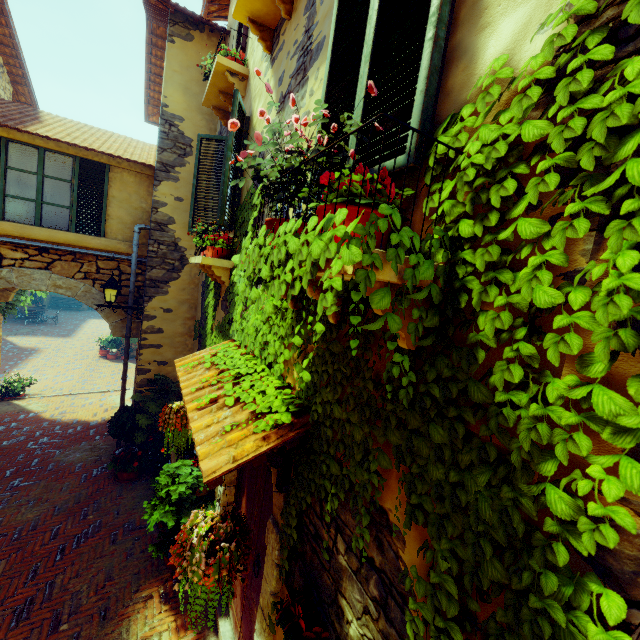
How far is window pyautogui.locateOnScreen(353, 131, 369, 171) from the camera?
1.79m

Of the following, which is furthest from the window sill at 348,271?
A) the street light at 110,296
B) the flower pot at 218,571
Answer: the street light at 110,296

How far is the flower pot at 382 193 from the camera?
1.41m

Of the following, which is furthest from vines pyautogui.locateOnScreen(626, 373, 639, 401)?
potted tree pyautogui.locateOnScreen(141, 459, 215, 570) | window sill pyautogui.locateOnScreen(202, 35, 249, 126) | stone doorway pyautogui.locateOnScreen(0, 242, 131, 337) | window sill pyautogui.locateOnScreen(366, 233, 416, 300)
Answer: window sill pyautogui.locateOnScreen(202, 35, 249, 126)

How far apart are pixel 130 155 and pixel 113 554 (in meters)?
7.39

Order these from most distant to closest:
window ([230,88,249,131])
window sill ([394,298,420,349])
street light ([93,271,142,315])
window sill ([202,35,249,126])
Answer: street light ([93,271,142,315]), window sill ([202,35,249,126]), window ([230,88,249,131]), window sill ([394,298,420,349])

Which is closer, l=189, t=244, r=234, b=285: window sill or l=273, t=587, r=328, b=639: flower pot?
l=273, t=587, r=328, b=639: flower pot

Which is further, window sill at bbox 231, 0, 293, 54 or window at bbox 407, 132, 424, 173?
window sill at bbox 231, 0, 293, 54
